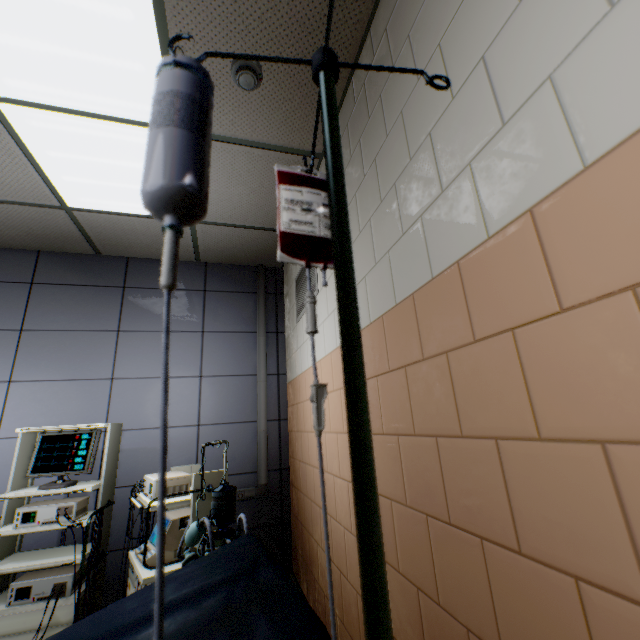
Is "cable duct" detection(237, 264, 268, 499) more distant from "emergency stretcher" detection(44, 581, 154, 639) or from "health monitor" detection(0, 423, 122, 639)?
"emergency stretcher" detection(44, 581, 154, 639)

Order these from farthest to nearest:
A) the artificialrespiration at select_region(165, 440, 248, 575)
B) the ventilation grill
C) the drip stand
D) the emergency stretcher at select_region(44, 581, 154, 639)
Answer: the ventilation grill
the artificialrespiration at select_region(165, 440, 248, 575)
the emergency stretcher at select_region(44, 581, 154, 639)
the drip stand

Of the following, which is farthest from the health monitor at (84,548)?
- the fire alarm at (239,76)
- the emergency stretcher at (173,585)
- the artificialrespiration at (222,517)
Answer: the fire alarm at (239,76)

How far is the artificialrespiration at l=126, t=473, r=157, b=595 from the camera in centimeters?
172cm

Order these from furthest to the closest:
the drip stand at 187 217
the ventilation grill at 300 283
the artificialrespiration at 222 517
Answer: the ventilation grill at 300 283 → the artificialrespiration at 222 517 → the drip stand at 187 217

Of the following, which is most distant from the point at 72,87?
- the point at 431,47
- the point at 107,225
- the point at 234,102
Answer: the point at 431,47

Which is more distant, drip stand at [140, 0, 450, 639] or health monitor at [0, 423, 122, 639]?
health monitor at [0, 423, 122, 639]

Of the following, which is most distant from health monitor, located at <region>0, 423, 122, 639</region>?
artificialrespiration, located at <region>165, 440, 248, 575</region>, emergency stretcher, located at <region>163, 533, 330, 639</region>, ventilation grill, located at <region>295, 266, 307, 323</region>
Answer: ventilation grill, located at <region>295, 266, 307, 323</region>
